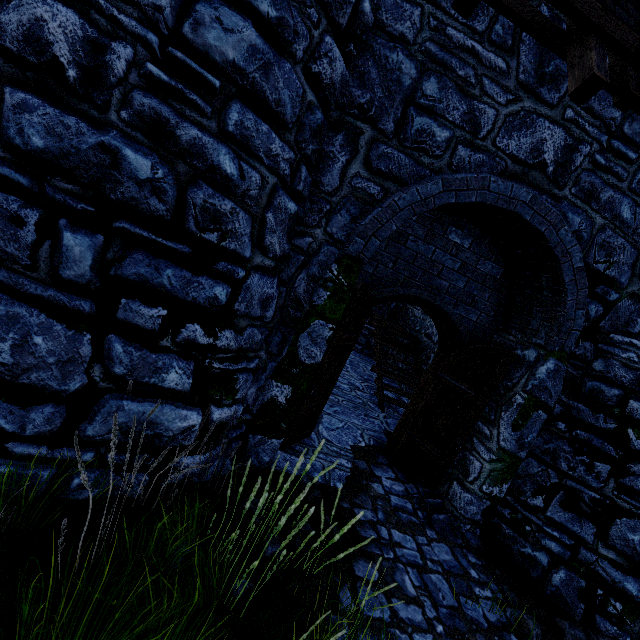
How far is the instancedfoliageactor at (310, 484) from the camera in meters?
2.4

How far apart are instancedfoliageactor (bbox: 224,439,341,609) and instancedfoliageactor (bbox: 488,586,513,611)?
2.7 meters

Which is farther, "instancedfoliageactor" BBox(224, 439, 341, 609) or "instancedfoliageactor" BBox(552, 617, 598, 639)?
"instancedfoliageactor" BBox(552, 617, 598, 639)

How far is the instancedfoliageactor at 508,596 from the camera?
3.5m

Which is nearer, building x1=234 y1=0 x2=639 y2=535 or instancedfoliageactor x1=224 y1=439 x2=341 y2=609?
instancedfoliageactor x1=224 y1=439 x2=341 y2=609

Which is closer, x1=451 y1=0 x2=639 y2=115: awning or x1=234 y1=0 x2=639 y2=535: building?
x1=451 y1=0 x2=639 y2=115: awning

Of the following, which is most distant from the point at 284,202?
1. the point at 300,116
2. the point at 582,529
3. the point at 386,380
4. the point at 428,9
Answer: the point at 386,380

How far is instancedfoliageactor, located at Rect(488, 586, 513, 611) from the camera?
3.5m
